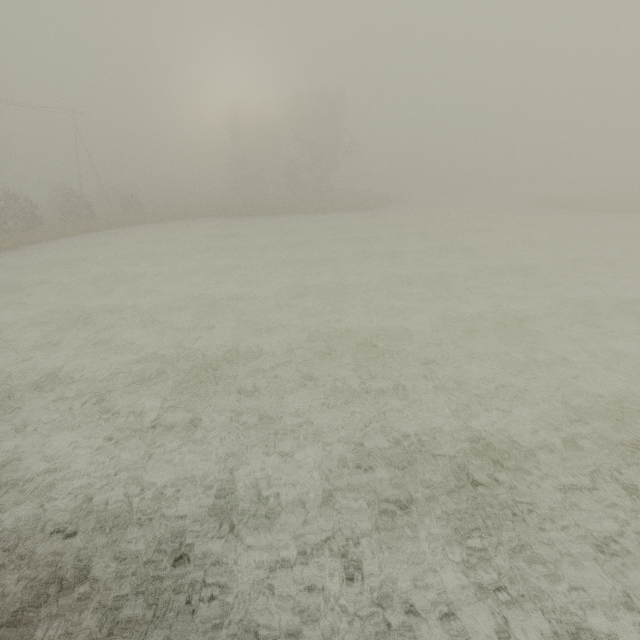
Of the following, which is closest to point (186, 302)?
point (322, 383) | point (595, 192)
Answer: point (322, 383)
